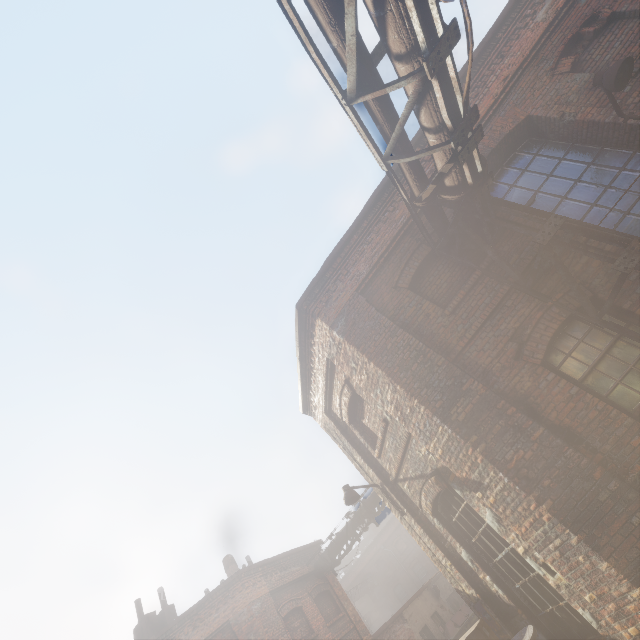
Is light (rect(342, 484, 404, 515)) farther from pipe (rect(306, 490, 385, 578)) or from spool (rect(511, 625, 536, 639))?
pipe (rect(306, 490, 385, 578))

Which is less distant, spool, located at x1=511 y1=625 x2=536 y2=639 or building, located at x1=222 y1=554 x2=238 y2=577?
spool, located at x1=511 y1=625 x2=536 y2=639

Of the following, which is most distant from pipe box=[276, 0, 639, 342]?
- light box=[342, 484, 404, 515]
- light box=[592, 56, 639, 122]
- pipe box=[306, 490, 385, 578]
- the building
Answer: the building

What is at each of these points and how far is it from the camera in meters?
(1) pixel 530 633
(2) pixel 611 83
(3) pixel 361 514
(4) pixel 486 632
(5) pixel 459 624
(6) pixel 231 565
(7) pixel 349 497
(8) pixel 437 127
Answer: (1) spool, 4.5
(2) light, 4.8
(3) pipe, 14.8
(4) carton, 4.4
(5) trash container, 16.3
(6) building, 16.9
(7) light, 7.4
(8) pipe, 3.9

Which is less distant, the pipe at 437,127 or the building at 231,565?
the pipe at 437,127

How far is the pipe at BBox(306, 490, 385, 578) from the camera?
14.78m

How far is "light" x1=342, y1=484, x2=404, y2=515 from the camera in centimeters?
743cm

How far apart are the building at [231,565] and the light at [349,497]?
13.29m
